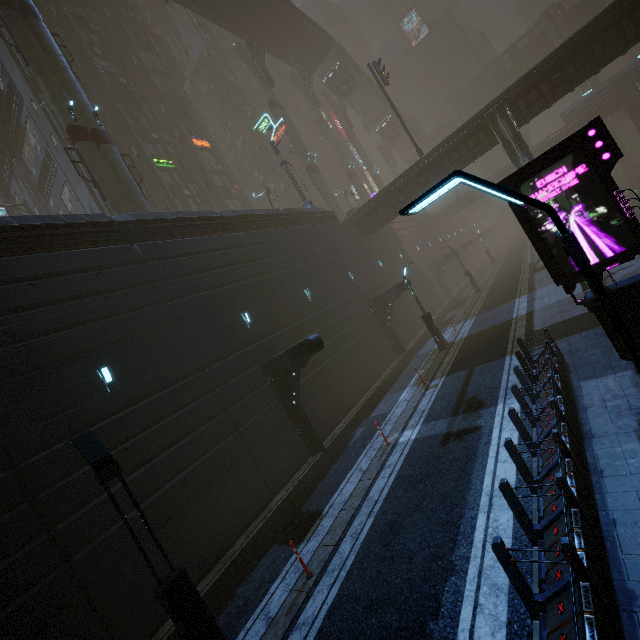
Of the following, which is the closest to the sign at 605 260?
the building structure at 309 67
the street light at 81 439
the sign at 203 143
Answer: the street light at 81 439

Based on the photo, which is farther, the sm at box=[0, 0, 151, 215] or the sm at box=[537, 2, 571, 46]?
the sm at box=[537, 2, 571, 46]

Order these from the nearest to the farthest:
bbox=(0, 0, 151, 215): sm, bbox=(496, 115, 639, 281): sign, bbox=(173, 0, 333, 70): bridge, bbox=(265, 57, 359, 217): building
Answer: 1. bbox=(496, 115, 639, 281): sign
2. bbox=(0, 0, 151, 215): sm
3. bbox=(173, 0, 333, 70): bridge
4. bbox=(265, 57, 359, 217): building

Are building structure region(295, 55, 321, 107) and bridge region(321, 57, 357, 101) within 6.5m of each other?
yes

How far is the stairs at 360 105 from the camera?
47.5 meters

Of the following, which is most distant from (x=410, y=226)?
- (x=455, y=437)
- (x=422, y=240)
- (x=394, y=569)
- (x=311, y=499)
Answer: (x=394, y=569)

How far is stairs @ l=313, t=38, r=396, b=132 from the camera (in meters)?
47.47

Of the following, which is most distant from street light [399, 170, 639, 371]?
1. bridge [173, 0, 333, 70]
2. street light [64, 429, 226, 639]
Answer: bridge [173, 0, 333, 70]
